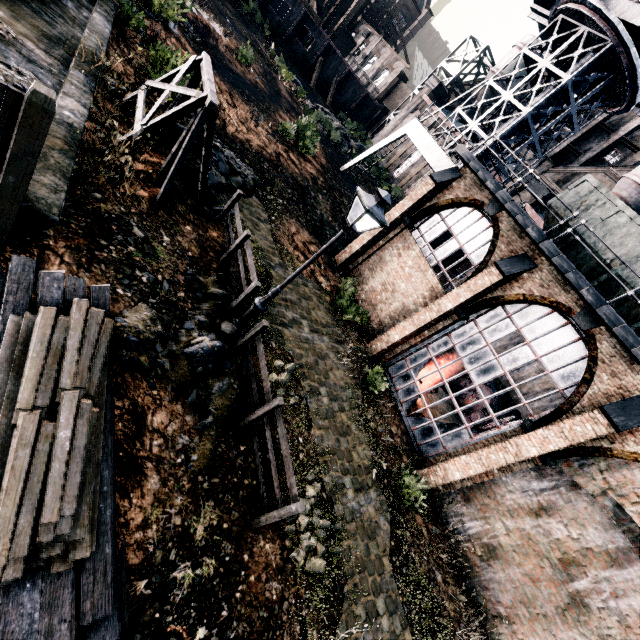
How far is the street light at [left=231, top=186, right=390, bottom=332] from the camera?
6.81m

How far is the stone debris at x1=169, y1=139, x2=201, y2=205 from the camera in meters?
10.8

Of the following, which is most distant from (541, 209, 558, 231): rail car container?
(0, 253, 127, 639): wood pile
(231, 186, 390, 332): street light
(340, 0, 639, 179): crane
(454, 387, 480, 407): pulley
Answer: (0, 253, 127, 639): wood pile

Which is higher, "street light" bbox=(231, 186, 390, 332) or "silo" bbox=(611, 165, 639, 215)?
"silo" bbox=(611, 165, 639, 215)

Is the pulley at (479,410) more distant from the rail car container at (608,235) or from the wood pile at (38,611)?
the wood pile at (38,611)

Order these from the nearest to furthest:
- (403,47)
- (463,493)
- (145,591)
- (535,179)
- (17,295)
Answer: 1. (145,591)
2. (17,295)
3. (463,493)
4. (535,179)
5. (403,47)

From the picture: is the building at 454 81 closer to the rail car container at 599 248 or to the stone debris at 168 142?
the rail car container at 599 248

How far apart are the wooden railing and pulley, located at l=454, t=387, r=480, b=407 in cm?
1731
